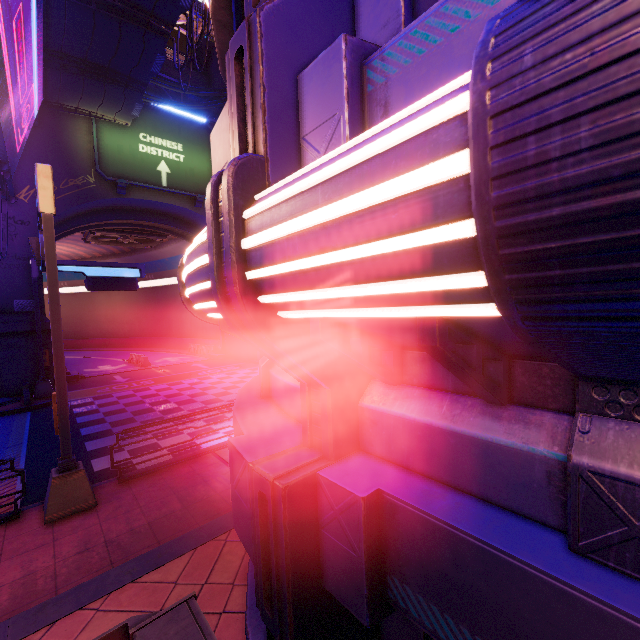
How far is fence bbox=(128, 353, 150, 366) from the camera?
26.1 meters

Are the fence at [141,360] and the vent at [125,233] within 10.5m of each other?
yes

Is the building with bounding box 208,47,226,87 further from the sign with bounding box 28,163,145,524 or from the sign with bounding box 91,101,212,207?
the sign with bounding box 28,163,145,524

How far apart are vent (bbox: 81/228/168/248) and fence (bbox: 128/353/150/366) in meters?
9.9

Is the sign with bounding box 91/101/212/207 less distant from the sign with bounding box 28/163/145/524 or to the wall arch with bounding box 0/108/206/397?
the wall arch with bounding box 0/108/206/397

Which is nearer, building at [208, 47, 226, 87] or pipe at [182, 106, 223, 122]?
pipe at [182, 106, 223, 122]

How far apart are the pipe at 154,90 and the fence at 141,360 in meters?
19.5

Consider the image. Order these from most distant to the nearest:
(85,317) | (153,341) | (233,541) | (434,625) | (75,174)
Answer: (85,317) < (153,341) < (75,174) < (233,541) < (434,625)
